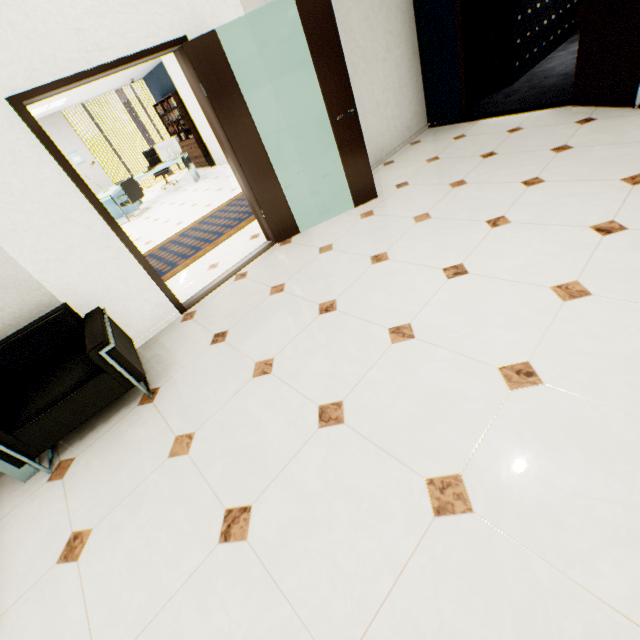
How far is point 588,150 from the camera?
3.2 meters

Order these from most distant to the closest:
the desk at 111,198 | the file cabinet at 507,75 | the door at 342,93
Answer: the desk at 111,198 < the file cabinet at 507,75 < the door at 342,93

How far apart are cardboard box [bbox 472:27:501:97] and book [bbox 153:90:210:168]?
8.40m

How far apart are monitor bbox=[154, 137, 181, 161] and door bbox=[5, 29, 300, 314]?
7.00m

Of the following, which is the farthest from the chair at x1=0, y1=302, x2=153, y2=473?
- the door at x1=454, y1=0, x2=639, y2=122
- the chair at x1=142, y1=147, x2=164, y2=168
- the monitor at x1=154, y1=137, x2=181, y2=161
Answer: the chair at x1=142, y1=147, x2=164, y2=168

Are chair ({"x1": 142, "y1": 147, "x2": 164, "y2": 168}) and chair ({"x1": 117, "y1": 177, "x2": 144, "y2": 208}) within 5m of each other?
yes

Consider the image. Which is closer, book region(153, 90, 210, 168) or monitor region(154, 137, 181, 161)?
monitor region(154, 137, 181, 161)

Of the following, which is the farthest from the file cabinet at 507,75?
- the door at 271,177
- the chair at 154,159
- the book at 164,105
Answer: the chair at 154,159
